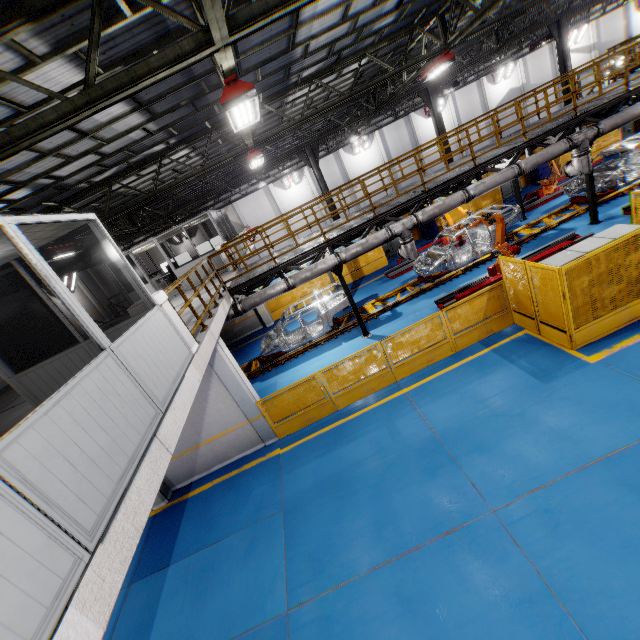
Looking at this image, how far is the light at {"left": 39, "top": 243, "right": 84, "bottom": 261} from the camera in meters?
10.6

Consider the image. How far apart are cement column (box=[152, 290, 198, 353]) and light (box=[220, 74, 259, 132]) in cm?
347

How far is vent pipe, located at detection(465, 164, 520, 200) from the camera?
11.2m

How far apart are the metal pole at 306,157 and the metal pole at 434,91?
6.2 meters

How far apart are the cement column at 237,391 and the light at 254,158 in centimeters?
644cm

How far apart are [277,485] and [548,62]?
46.0 meters

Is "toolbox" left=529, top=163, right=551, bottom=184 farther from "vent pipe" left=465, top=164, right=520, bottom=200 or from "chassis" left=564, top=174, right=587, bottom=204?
"vent pipe" left=465, top=164, right=520, bottom=200

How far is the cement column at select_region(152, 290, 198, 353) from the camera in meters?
6.2 m
